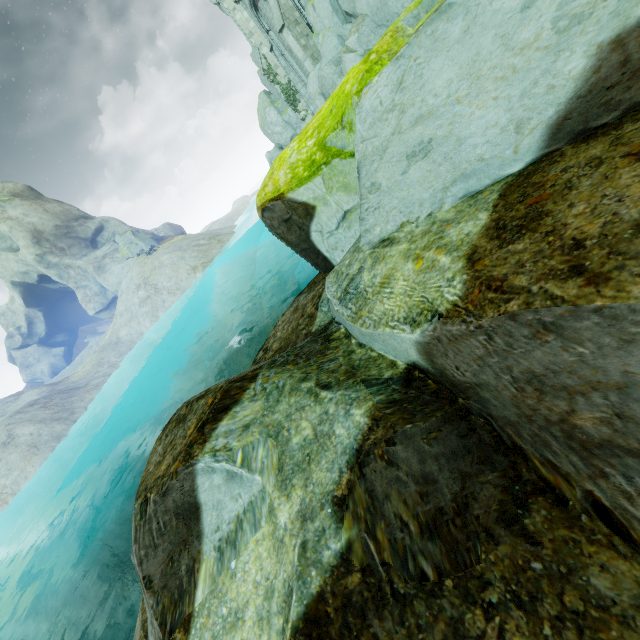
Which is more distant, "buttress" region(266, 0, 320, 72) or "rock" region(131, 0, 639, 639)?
"buttress" region(266, 0, 320, 72)

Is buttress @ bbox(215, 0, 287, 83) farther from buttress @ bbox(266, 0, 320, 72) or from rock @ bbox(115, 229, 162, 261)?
rock @ bbox(115, 229, 162, 261)

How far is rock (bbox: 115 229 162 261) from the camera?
46.69m

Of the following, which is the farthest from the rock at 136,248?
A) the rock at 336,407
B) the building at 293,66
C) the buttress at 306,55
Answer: the rock at 336,407

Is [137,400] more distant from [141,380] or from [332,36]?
[332,36]

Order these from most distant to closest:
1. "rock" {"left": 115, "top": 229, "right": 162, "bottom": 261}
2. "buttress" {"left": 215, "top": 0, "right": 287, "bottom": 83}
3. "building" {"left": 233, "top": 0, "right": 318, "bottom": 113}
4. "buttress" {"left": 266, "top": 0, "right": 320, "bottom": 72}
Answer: "rock" {"left": 115, "top": 229, "right": 162, "bottom": 261}, "buttress" {"left": 215, "top": 0, "right": 287, "bottom": 83}, "building" {"left": 233, "top": 0, "right": 318, "bottom": 113}, "buttress" {"left": 266, "top": 0, "right": 320, "bottom": 72}

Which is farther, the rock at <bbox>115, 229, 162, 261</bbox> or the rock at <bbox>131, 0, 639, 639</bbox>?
the rock at <bbox>115, 229, 162, 261</bbox>

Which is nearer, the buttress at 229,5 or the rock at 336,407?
the rock at 336,407
